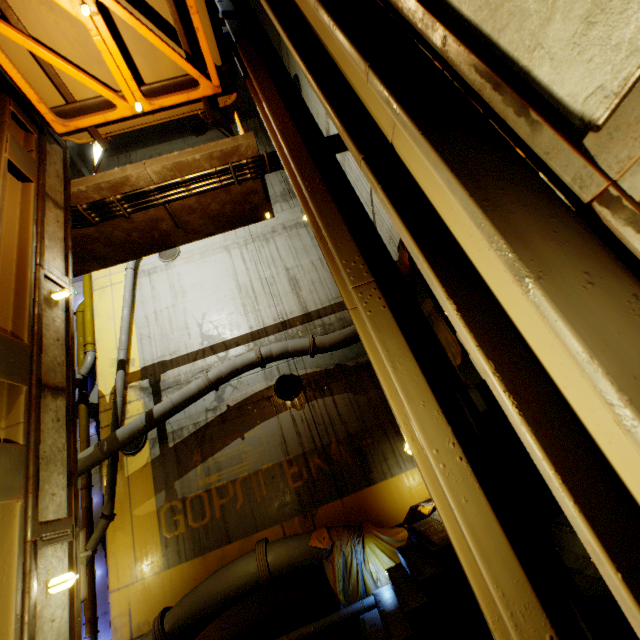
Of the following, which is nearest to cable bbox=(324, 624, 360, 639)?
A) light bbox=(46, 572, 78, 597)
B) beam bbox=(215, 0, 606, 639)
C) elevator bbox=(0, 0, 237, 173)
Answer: beam bbox=(215, 0, 606, 639)

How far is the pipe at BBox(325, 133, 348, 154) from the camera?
6.2m

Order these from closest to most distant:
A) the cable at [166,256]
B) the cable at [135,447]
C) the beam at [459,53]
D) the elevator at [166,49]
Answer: the beam at [459,53] → the elevator at [166,49] → the cable at [135,447] → the cable at [166,256]

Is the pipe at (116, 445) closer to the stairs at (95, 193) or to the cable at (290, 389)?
the stairs at (95, 193)

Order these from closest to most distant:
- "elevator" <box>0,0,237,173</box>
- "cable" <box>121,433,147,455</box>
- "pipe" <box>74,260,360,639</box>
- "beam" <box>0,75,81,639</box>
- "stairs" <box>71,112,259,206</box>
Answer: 1. "beam" <box>0,75,81,639</box>
2. "elevator" <box>0,0,237,173</box>
3. "stairs" <box>71,112,259,206</box>
4. "pipe" <box>74,260,360,639</box>
5. "cable" <box>121,433,147,455</box>

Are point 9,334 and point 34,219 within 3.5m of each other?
yes

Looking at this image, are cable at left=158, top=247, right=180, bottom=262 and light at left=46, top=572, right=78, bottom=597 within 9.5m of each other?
no

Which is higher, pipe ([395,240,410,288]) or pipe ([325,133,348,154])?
pipe ([325,133,348,154])
